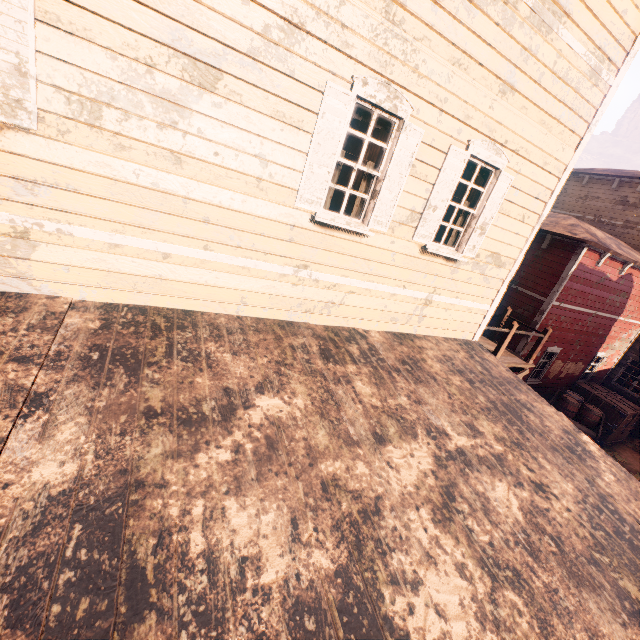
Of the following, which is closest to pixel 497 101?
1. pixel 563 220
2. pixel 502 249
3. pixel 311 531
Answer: pixel 502 249

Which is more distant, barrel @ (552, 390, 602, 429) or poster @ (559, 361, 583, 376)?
poster @ (559, 361, 583, 376)

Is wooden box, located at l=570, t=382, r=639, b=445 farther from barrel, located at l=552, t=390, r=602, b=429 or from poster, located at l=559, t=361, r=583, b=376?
barrel, located at l=552, t=390, r=602, b=429

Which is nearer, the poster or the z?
the z

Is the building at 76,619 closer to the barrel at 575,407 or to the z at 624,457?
the z at 624,457

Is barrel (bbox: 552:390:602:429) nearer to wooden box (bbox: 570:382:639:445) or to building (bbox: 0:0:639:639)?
building (bbox: 0:0:639:639)

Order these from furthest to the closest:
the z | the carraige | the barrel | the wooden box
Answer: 1. the wooden box
2. the z
3. the barrel
4. the carraige

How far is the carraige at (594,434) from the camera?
10.7 meters
